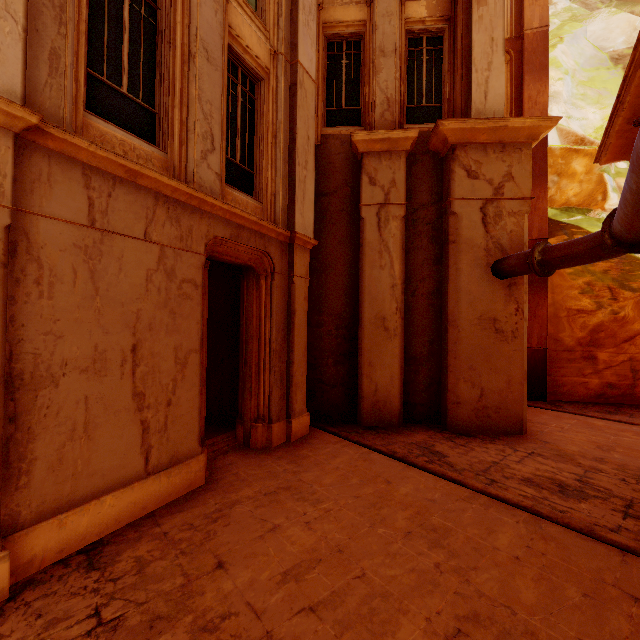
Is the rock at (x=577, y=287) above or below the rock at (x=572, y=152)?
below

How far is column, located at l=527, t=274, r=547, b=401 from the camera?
11.4m

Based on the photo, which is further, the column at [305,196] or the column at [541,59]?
the column at [541,59]

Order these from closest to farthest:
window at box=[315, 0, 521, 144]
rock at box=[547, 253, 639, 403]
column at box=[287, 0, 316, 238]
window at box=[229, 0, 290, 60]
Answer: window at box=[229, 0, 290, 60] < column at box=[287, 0, 316, 238] < window at box=[315, 0, 521, 144] < rock at box=[547, 253, 639, 403]

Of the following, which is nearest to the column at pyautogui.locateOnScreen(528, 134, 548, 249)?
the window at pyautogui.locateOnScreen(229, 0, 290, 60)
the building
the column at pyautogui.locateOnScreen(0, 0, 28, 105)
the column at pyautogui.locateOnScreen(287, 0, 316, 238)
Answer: the building

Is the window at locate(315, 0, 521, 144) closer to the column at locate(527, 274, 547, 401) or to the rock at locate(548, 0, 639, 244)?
the column at locate(527, 274, 547, 401)

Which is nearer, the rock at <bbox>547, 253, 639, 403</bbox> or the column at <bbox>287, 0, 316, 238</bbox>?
the column at <bbox>287, 0, 316, 238</bbox>

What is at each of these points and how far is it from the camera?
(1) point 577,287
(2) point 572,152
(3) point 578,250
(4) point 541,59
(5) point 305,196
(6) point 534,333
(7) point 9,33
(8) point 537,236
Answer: (1) rock, 11.8m
(2) rock, 14.1m
(3) pipe, 5.7m
(4) column, 11.6m
(5) column, 7.5m
(6) column, 11.5m
(7) column, 3.0m
(8) column, 11.5m
